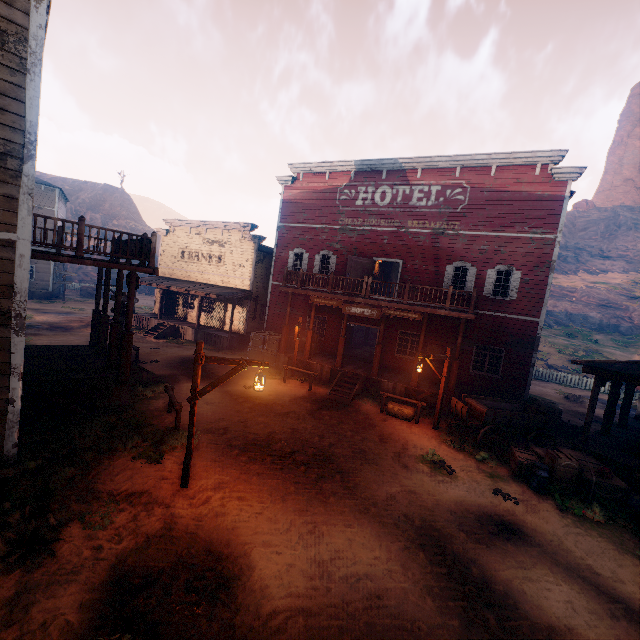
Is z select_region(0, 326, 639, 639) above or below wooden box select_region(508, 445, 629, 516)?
below

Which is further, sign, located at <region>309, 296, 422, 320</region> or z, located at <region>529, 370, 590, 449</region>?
sign, located at <region>309, 296, 422, 320</region>

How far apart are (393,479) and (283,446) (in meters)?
3.36

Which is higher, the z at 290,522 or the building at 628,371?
the building at 628,371

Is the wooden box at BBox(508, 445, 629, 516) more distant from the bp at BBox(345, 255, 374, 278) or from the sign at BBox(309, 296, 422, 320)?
the bp at BBox(345, 255, 374, 278)

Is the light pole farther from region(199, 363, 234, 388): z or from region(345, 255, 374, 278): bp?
region(345, 255, 374, 278): bp

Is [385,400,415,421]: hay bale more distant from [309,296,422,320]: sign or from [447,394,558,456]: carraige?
[309,296,422,320]: sign

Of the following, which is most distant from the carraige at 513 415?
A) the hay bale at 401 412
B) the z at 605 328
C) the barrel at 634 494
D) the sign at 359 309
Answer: the sign at 359 309
